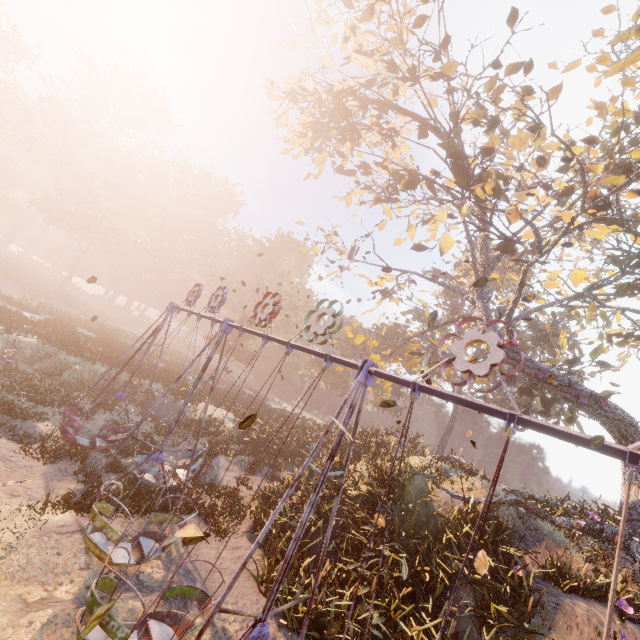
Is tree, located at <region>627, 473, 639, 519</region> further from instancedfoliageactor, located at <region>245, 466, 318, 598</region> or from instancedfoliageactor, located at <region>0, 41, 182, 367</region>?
instancedfoliageactor, located at <region>0, 41, 182, 367</region>

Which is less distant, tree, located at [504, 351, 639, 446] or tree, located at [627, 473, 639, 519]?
tree, located at [627, 473, 639, 519]

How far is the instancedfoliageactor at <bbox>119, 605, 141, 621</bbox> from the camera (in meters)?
6.25

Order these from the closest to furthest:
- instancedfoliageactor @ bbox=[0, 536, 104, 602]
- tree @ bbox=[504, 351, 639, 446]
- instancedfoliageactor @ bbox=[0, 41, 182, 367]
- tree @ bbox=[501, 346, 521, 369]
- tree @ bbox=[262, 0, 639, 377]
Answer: instancedfoliageactor @ bbox=[0, 536, 104, 602] < tree @ bbox=[262, 0, 639, 377] < tree @ bbox=[504, 351, 639, 446] < tree @ bbox=[501, 346, 521, 369] < instancedfoliageactor @ bbox=[0, 41, 182, 367]

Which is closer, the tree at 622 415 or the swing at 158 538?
the swing at 158 538

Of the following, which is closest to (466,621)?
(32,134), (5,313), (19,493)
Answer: (19,493)

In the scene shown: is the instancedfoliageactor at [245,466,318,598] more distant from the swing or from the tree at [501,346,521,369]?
the tree at [501,346,521,369]

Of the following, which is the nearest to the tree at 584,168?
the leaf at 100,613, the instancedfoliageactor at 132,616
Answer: the instancedfoliageactor at 132,616
